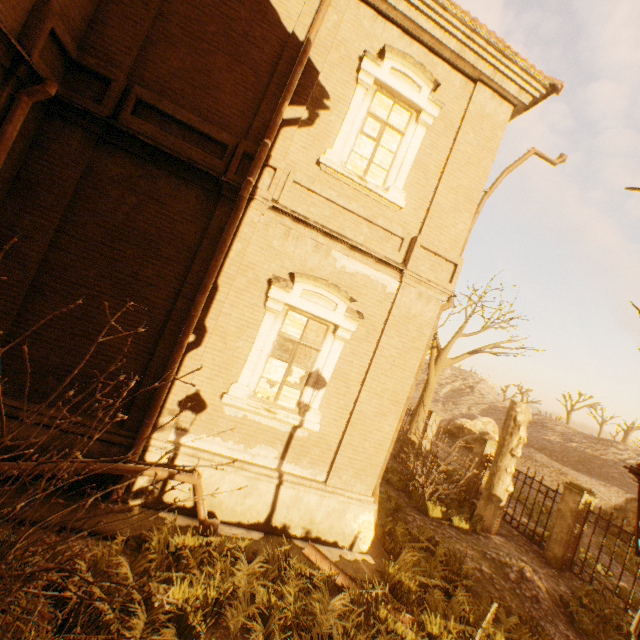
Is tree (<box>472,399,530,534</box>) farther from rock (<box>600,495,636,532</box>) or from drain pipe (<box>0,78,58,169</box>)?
rock (<box>600,495,636,532</box>)

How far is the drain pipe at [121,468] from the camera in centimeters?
502cm

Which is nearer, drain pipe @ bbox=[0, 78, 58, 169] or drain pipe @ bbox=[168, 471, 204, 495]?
drain pipe @ bbox=[0, 78, 58, 169]

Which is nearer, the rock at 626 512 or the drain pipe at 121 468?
the drain pipe at 121 468

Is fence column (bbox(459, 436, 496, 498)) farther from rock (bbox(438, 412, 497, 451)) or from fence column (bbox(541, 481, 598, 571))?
rock (bbox(438, 412, 497, 451))

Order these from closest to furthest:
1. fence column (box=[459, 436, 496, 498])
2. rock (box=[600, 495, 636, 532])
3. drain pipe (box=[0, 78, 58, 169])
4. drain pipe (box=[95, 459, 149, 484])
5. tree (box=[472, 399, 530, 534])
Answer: drain pipe (box=[0, 78, 58, 169]), drain pipe (box=[95, 459, 149, 484]), tree (box=[472, 399, 530, 534]), fence column (box=[459, 436, 496, 498]), rock (box=[600, 495, 636, 532])

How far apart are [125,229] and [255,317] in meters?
2.7

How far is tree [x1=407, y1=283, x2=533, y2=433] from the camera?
14.38m
